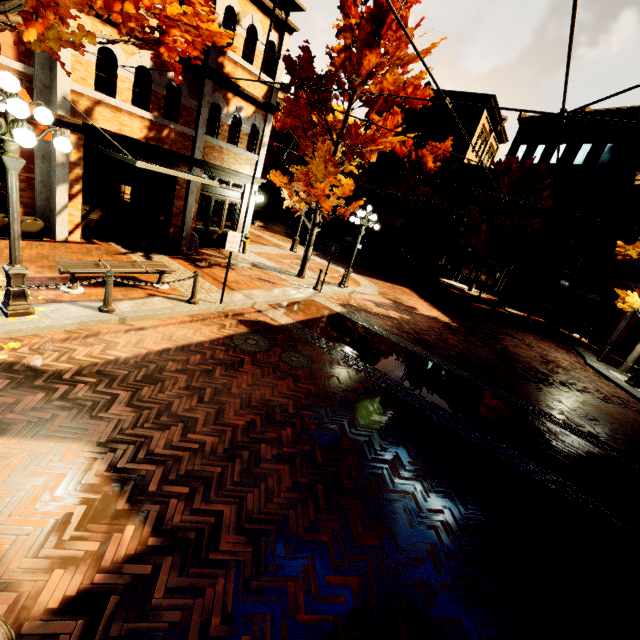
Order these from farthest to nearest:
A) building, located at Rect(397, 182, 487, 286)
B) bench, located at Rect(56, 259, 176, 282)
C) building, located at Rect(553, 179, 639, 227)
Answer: building, located at Rect(397, 182, 487, 286) → building, located at Rect(553, 179, 639, 227) → bench, located at Rect(56, 259, 176, 282)

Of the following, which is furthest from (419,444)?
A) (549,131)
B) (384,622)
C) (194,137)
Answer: (549,131)

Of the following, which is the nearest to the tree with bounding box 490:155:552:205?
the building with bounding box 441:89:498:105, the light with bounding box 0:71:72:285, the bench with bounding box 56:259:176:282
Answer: the light with bounding box 0:71:72:285

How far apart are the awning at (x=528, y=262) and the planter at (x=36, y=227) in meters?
24.9

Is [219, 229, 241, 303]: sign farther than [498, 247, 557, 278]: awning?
No

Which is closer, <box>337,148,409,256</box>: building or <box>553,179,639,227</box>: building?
<box>553,179,639,227</box>: building

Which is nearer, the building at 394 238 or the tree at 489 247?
the tree at 489 247

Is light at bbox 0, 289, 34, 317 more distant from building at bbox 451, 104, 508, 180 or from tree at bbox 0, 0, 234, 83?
building at bbox 451, 104, 508, 180
